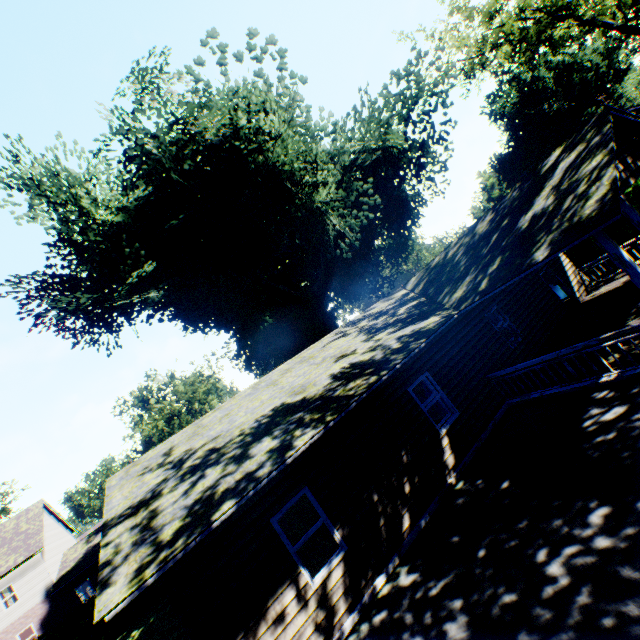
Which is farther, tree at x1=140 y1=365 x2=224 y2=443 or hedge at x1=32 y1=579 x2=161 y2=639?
tree at x1=140 y1=365 x2=224 y2=443

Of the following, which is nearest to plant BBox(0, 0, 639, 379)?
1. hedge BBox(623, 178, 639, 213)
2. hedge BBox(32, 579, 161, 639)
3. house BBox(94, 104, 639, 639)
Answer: house BBox(94, 104, 639, 639)

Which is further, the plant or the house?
the plant

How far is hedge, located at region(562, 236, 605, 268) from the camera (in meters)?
18.25

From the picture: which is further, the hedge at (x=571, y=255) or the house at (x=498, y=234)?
the hedge at (x=571, y=255)

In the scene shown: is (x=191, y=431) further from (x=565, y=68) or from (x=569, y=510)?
(x=565, y=68)

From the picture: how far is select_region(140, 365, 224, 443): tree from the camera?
43.2m

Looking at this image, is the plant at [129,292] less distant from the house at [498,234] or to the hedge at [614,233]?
the house at [498,234]
